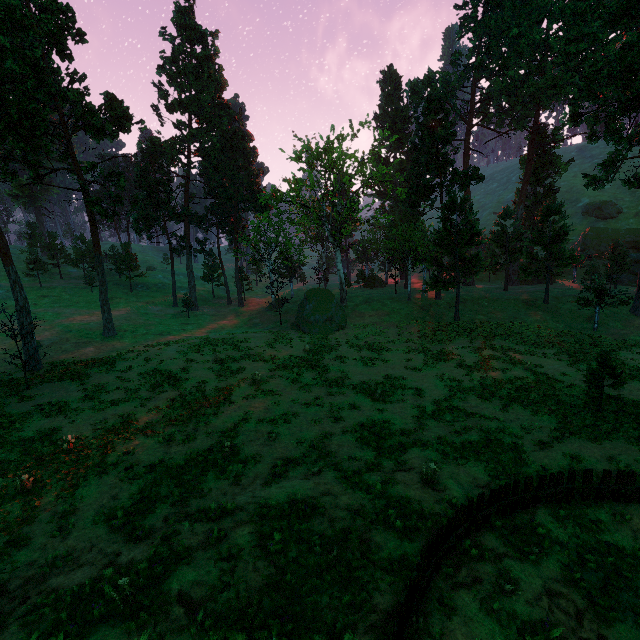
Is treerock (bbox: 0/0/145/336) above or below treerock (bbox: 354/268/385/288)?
above

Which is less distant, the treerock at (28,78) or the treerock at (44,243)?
the treerock at (28,78)

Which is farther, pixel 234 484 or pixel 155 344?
pixel 155 344

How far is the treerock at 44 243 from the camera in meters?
57.5 m

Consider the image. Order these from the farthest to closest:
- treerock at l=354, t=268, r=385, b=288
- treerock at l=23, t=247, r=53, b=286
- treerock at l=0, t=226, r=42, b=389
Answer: treerock at l=354, t=268, r=385, b=288
treerock at l=23, t=247, r=53, b=286
treerock at l=0, t=226, r=42, b=389

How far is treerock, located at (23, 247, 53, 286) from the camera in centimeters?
5049cm

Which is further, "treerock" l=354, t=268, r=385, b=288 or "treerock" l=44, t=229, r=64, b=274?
"treerock" l=44, t=229, r=64, b=274
